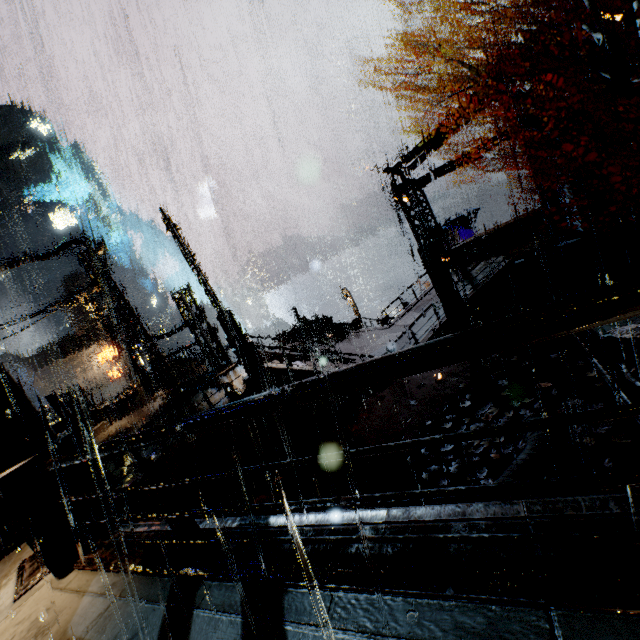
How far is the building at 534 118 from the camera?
12.9m

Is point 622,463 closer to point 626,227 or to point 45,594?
point 45,594

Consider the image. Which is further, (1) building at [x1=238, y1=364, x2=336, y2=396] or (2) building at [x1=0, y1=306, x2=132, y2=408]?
(2) building at [x1=0, y1=306, x2=132, y2=408]

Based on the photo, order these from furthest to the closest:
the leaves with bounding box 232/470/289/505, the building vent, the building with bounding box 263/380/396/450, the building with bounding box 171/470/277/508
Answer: the building with bounding box 263/380/396/450 → the leaves with bounding box 232/470/289/505 → the building with bounding box 171/470/277/508 → the building vent

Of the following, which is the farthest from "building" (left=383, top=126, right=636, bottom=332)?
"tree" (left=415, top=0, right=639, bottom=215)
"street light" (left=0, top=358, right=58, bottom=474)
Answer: "tree" (left=415, top=0, right=639, bottom=215)

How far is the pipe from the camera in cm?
702

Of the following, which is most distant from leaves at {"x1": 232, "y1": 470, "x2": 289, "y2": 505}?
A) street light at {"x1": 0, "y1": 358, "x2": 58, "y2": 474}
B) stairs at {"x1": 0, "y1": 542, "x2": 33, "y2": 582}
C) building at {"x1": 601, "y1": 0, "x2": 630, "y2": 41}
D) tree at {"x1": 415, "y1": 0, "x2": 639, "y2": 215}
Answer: tree at {"x1": 415, "y1": 0, "x2": 639, "y2": 215}

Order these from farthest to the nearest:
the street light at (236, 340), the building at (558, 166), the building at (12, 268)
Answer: the building at (12, 268), the building at (558, 166), the street light at (236, 340)
